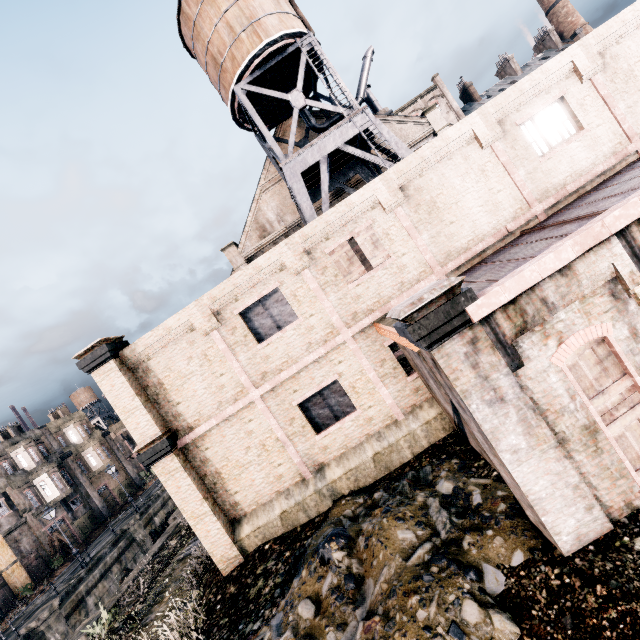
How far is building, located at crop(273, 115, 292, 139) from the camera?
26.1 meters

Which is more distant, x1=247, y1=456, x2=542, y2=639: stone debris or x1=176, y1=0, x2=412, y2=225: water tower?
x1=176, y1=0, x2=412, y2=225: water tower

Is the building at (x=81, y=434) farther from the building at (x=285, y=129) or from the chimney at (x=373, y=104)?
the chimney at (x=373, y=104)

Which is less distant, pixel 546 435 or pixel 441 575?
pixel 546 435

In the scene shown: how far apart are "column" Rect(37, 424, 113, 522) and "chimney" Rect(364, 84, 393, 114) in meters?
50.5 m

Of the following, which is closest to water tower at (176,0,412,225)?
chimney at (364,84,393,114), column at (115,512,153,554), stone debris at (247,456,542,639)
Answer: chimney at (364,84,393,114)

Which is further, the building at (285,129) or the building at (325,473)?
the building at (285,129)

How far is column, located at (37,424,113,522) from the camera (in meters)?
38.56
